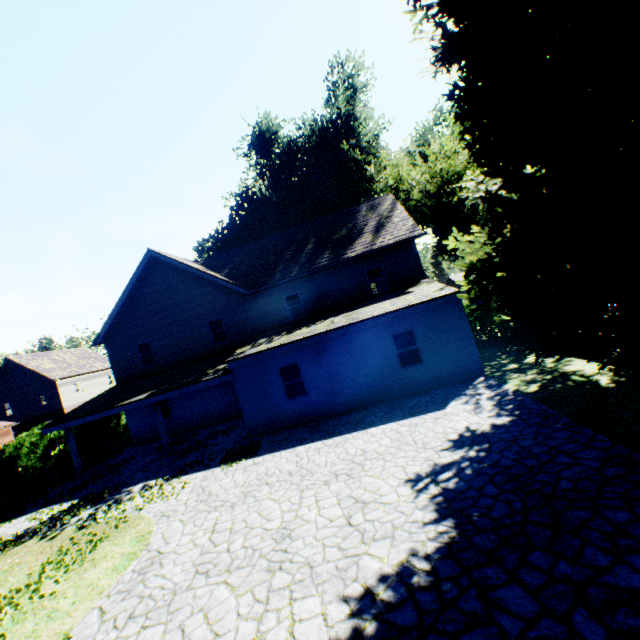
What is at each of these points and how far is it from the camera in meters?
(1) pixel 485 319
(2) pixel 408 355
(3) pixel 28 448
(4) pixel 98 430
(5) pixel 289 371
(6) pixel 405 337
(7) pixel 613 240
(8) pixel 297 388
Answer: (1) hedge, 17.5 m
(2) curtain, 13.5 m
(3) hedge, 21.0 m
(4) hedge, 26.6 m
(5) curtain, 14.2 m
(6) curtain, 13.4 m
(7) plant, 6.5 m
(8) curtain, 14.2 m

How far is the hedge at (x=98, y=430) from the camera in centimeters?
2471cm

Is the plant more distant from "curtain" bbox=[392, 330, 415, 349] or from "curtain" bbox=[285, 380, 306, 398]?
"curtain" bbox=[285, 380, 306, 398]

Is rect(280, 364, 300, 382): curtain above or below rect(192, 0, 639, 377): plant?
below

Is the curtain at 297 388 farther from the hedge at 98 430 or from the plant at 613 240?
the hedge at 98 430

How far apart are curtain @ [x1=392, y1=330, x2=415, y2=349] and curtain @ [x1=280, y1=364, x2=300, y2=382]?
4.1m

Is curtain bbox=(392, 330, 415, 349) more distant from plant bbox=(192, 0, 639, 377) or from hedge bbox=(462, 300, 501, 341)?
hedge bbox=(462, 300, 501, 341)

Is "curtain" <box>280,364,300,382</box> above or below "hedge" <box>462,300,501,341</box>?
above
